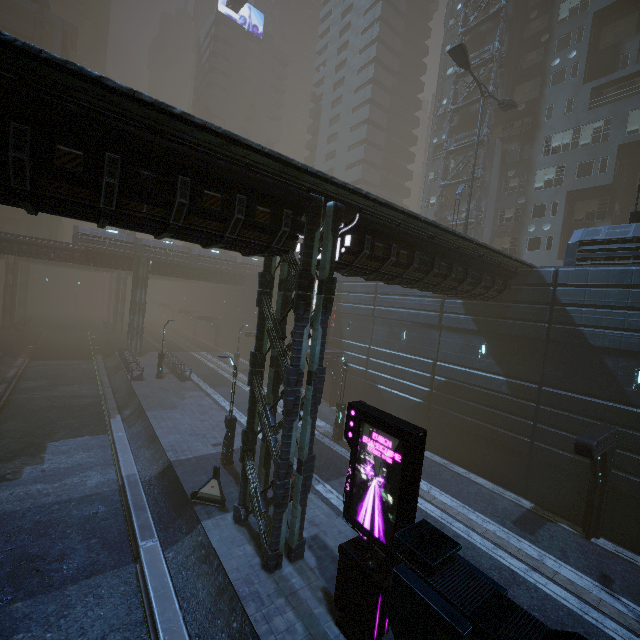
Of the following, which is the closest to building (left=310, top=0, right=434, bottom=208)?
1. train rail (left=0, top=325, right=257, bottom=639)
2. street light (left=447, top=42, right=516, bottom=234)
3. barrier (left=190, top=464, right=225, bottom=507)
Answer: train rail (left=0, top=325, right=257, bottom=639)

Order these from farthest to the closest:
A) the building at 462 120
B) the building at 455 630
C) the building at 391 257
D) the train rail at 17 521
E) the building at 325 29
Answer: the building at 325 29
the building at 462 120
the train rail at 17 521
the building at 391 257
the building at 455 630

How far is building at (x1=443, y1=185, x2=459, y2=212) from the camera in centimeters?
3731cm

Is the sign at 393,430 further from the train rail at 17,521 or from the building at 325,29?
the train rail at 17,521

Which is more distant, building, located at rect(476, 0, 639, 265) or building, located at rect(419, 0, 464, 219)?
building, located at rect(419, 0, 464, 219)

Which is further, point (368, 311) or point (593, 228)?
point (368, 311)

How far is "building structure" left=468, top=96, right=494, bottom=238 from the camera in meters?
31.0 m
